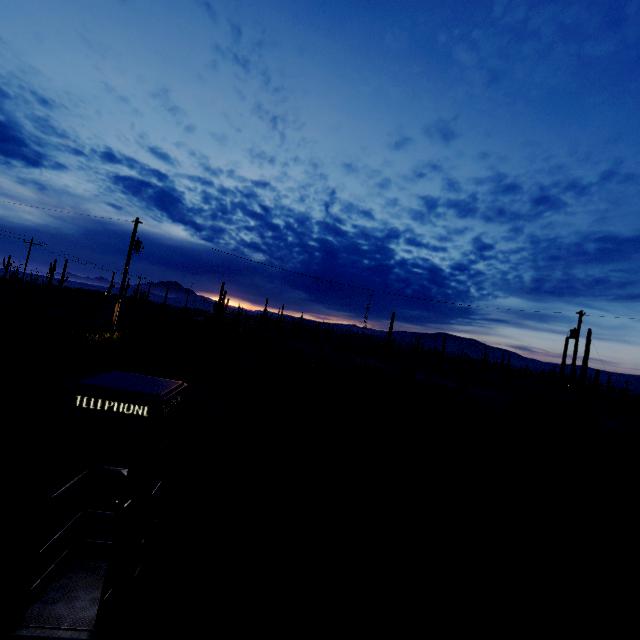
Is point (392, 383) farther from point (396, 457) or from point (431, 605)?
point (431, 605)
